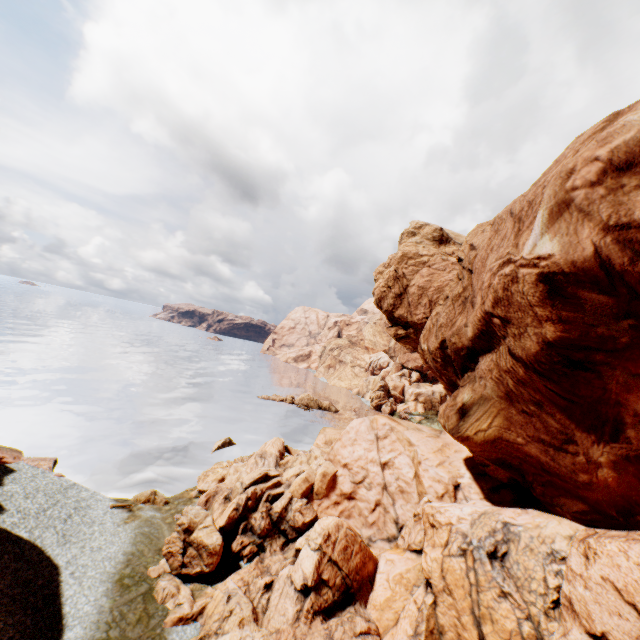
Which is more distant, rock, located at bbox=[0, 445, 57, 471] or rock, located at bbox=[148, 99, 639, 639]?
rock, located at bbox=[0, 445, 57, 471]

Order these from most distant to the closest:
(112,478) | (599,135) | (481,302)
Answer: (112,478)
(481,302)
(599,135)

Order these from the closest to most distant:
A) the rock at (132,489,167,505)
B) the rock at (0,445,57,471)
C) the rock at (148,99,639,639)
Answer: the rock at (148,99,639,639)
the rock at (132,489,167,505)
the rock at (0,445,57,471)

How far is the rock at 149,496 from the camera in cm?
2467

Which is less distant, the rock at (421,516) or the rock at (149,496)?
the rock at (421,516)

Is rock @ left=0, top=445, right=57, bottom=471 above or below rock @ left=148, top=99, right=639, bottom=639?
below

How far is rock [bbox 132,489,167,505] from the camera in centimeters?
2467cm
